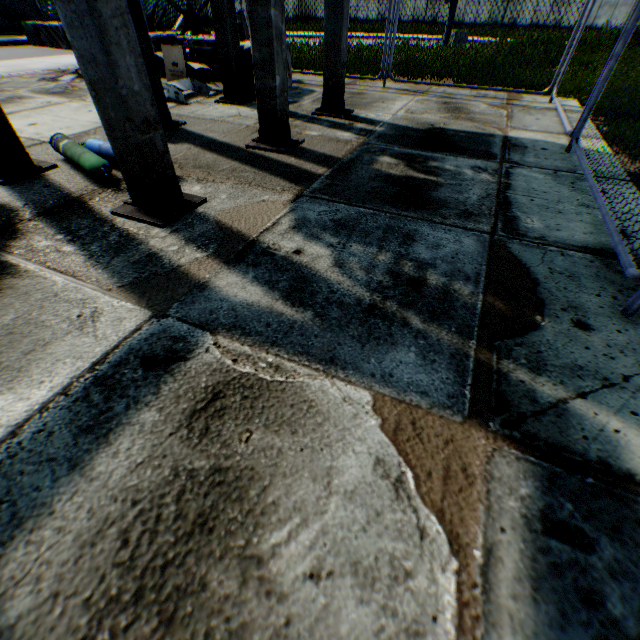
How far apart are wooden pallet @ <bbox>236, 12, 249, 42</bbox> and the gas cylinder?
5.4m

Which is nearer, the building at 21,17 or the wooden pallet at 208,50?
the wooden pallet at 208,50

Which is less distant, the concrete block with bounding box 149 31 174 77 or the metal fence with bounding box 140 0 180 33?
the concrete block with bounding box 149 31 174 77

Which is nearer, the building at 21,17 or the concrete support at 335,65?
the concrete support at 335,65

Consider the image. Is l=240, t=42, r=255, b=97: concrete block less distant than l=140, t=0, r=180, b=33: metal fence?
Yes

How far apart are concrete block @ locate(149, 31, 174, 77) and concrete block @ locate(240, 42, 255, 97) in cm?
252

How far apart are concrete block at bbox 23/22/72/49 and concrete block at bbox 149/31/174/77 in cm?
975

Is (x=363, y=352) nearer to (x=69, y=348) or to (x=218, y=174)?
(x=69, y=348)
